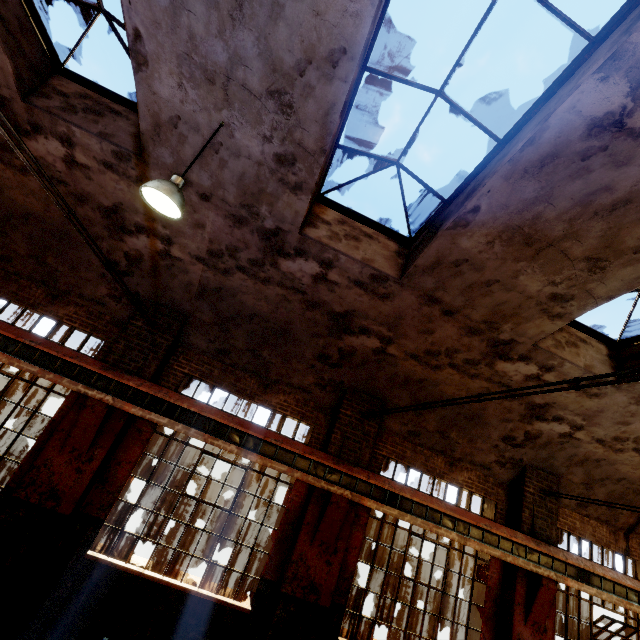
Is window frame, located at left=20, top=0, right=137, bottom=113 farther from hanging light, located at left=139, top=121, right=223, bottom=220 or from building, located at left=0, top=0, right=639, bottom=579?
hanging light, located at left=139, top=121, right=223, bottom=220

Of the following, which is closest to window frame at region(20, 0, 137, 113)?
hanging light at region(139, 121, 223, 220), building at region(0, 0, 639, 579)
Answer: building at region(0, 0, 639, 579)

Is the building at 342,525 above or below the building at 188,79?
below

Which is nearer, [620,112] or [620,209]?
[620,112]

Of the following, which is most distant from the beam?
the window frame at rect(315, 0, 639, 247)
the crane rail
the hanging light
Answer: the window frame at rect(315, 0, 639, 247)

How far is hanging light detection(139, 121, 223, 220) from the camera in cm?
383

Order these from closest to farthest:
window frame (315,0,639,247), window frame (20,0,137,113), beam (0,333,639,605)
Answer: window frame (315,0,639,247)
window frame (20,0,137,113)
beam (0,333,639,605)

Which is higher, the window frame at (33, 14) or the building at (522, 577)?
the window frame at (33, 14)
